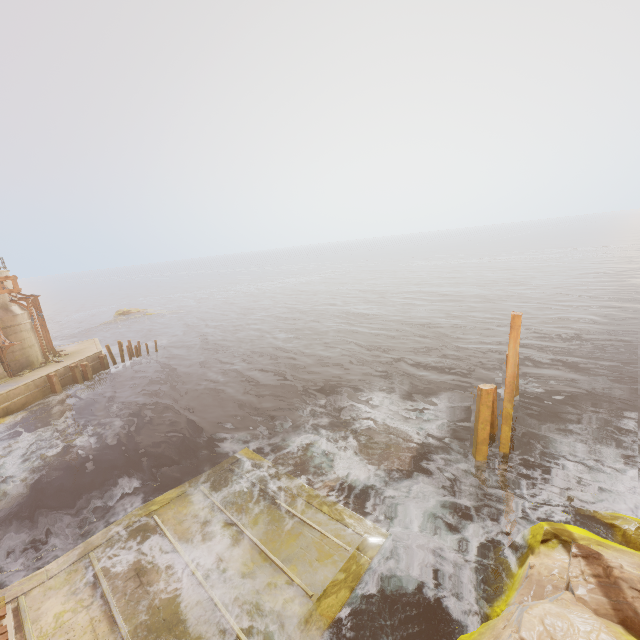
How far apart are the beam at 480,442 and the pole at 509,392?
0.5m

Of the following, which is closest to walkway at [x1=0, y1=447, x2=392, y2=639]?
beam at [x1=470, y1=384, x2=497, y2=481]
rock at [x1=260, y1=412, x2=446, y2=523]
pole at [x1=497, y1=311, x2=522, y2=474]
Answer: rock at [x1=260, y1=412, x2=446, y2=523]

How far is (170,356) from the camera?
30.5 meters

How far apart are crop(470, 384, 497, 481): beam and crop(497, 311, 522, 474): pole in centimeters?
51cm

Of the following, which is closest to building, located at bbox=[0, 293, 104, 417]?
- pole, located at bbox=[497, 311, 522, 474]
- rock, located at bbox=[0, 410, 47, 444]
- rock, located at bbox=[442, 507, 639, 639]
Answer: rock, located at bbox=[0, 410, 47, 444]

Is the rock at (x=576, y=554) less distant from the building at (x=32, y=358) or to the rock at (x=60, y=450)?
the rock at (x=60, y=450)

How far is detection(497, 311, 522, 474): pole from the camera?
10.5m

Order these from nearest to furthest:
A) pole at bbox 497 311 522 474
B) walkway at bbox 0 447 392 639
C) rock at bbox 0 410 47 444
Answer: walkway at bbox 0 447 392 639, pole at bbox 497 311 522 474, rock at bbox 0 410 47 444
